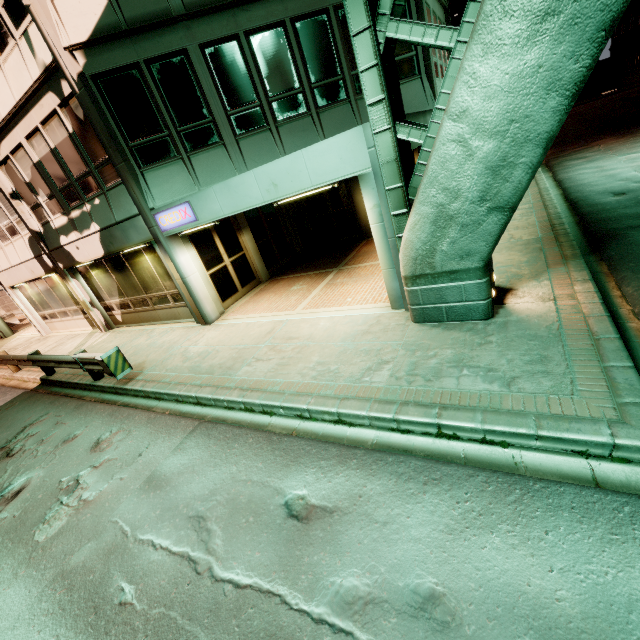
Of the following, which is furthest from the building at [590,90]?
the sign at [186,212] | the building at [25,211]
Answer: the sign at [186,212]

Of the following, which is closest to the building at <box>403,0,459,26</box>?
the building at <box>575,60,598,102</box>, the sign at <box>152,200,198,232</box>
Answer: the sign at <box>152,200,198,232</box>

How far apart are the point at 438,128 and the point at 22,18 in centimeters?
1039cm

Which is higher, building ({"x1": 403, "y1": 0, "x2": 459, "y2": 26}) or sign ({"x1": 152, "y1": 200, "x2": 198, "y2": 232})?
building ({"x1": 403, "y1": 0, "x2": 459, "y2": 26})

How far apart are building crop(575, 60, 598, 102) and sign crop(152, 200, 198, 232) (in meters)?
49.81

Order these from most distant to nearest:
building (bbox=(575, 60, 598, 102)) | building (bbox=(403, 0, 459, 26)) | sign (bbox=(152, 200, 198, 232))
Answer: building (bbox=(575, 60, 598, 102)) < building (bbox=(403, 0, 459, 26)) < sign (bbox=(152, 200, 198, 232))

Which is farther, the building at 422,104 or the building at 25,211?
the building at 422,104
